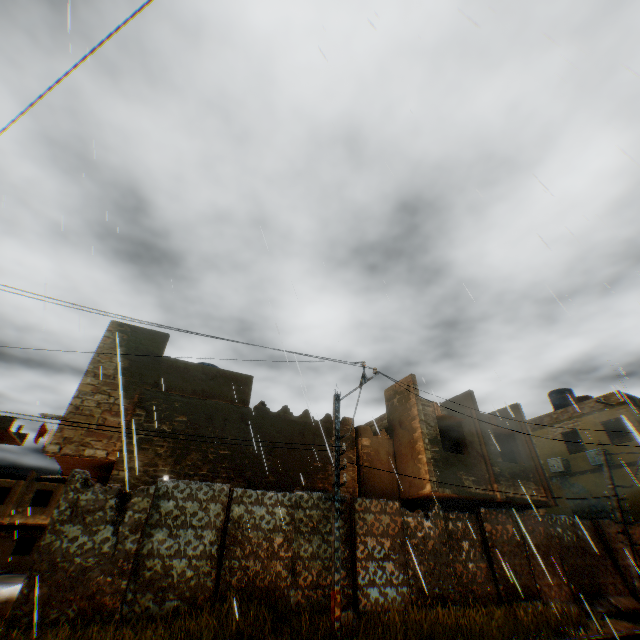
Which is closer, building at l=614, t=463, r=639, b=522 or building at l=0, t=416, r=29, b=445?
building at l=614, t=463, r=639, b=522

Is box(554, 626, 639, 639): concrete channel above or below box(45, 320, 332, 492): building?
below

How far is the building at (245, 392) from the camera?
10.16m

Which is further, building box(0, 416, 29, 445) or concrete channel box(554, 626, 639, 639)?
building box(0, 416, 29, 445)

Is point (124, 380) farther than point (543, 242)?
Yes

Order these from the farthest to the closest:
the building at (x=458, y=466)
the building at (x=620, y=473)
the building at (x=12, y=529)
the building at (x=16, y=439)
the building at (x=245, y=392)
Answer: the building at (x=12, y=529)
the building at (x=16, y=439)
the building at (x=620, y=473)
the building at (x=458, y=466)
the building at (x=245, y=392)

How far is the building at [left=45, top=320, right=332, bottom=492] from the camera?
10.2 meters

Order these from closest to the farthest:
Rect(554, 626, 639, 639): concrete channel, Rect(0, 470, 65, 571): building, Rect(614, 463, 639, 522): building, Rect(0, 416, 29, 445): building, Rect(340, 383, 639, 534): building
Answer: Rect(554, 626, 639, 639): concrete channel → Rect(340, 383, 639, 534): building → Rect(614, 463, 639, 522): building → Rect(0, 416, 29, 445): building → Rect(0, 470, 65, 571): building
